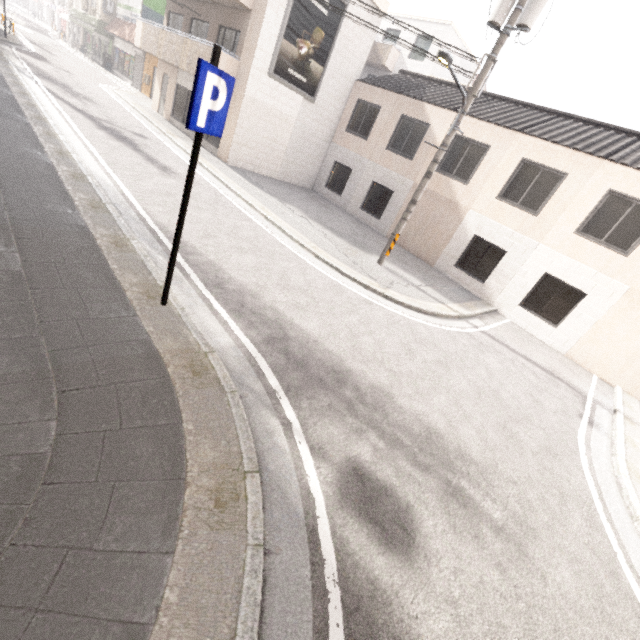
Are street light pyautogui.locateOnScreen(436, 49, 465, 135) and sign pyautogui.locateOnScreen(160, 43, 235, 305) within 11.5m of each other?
yes

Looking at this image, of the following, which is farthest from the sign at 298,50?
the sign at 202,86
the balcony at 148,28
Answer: the sign at 202,86

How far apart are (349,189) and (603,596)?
17.2 meters

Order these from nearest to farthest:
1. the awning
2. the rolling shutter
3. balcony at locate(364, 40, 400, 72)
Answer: balcony at locate(364, 40, 400, 72), the rolling shutter, the awning

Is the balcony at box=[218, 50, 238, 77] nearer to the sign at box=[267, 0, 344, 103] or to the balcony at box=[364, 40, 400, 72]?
the sign at box=[267, 0, 344, 103]

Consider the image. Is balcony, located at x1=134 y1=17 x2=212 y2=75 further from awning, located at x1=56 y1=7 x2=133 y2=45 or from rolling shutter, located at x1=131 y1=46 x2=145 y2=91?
rolling shutter, located at x1=131 y1=46 x2=145 y2=91

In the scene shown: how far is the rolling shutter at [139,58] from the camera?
24.4m

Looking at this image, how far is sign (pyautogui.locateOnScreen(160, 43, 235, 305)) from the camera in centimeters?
304cm
